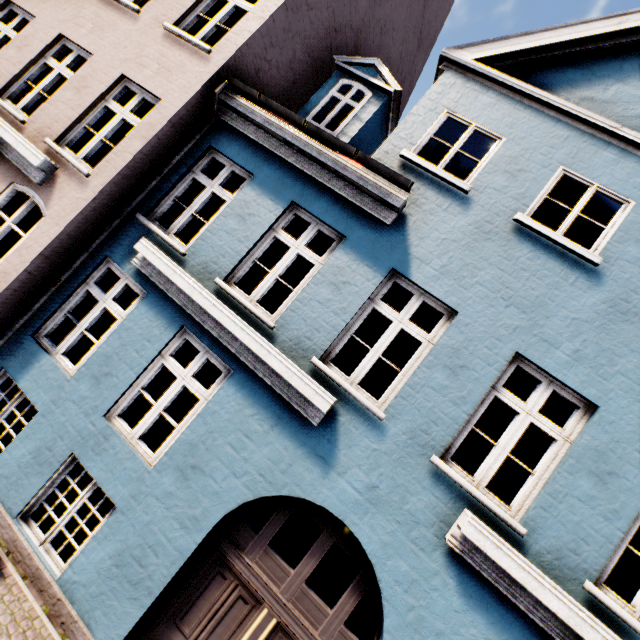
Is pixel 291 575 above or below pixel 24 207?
below
